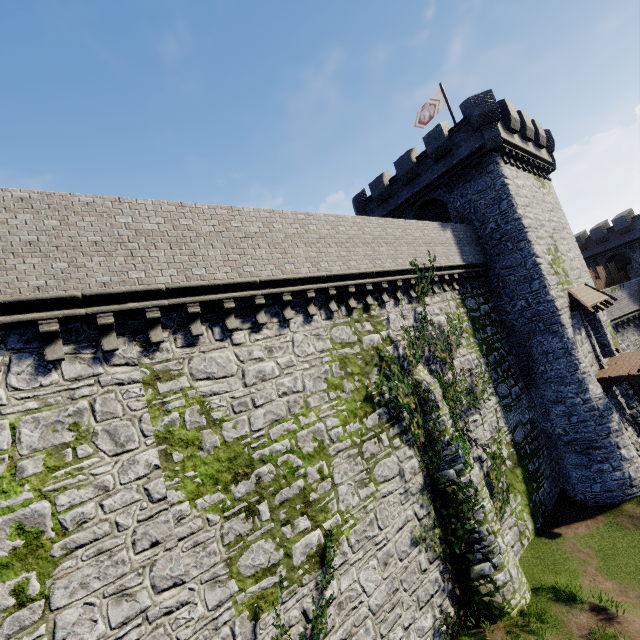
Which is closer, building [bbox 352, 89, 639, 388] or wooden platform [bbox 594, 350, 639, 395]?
wooden platform [bbox 594, 350, 639, 395]

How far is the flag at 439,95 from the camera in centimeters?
2197cm

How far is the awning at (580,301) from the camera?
18.29m

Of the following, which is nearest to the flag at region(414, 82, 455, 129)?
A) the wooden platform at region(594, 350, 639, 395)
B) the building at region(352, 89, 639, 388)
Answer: the building at region(352, 89, 639, 388)

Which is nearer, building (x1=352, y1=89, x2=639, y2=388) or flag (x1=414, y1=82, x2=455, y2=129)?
building (x1=352, y1=89, x2=639, y2=388)

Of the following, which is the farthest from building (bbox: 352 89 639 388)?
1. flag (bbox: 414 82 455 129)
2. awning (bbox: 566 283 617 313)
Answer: flag (bbox: 414 82 455 129)

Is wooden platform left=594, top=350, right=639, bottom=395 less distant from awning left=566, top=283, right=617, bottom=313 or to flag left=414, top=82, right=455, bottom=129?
awning left=566, top=283, right=617, bottom=313

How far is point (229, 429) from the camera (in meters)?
8.59
